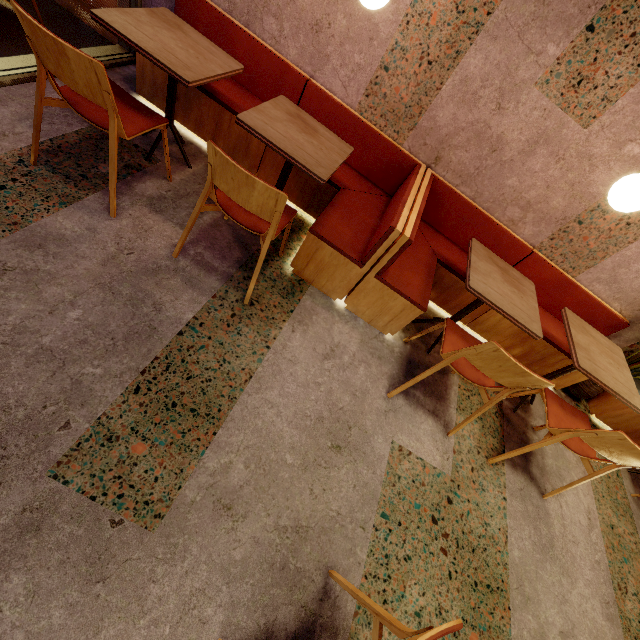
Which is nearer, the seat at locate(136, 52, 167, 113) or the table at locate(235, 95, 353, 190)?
the table at locate(235, 95, 353, 190)

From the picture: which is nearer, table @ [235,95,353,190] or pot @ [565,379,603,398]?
table @ [235,95,353,190]

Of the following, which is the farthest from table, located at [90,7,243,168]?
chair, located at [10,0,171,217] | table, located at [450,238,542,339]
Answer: table, located at [450,238,542,339]

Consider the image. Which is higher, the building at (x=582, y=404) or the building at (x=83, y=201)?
the building at (x=582, y=404)

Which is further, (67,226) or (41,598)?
(67,226)

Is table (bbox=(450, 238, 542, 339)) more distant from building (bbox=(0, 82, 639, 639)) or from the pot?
the pot

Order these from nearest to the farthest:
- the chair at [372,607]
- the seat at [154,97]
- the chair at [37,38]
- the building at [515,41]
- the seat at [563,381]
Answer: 1. the chair at [372,607]
2. the chair at [37,38]
3. the building at [515,41]
4. the seat at [154,97]
5. the seat at [563,381]

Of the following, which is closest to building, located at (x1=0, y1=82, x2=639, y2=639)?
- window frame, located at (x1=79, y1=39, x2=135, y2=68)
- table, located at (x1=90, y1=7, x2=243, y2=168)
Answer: window frame, located at (x1=79, y1=39, x2=135, y2=68)
